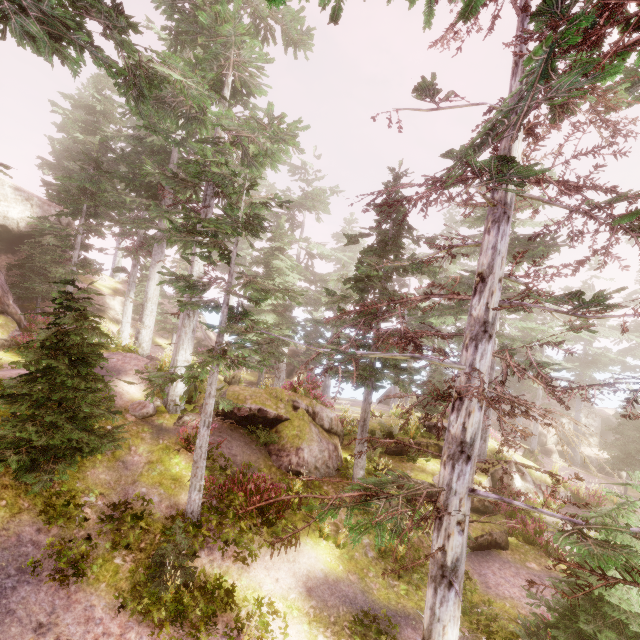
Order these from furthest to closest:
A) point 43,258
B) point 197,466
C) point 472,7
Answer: point 43,258, point 197,466, point 472,7

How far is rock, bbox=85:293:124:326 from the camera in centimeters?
2734cm

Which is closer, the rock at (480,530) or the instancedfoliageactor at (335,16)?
the instancedfoliageactor at (335,16)

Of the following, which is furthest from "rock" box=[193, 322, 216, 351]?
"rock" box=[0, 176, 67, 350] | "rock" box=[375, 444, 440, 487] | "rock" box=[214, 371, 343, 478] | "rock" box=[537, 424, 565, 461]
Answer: "rock" box=[537, 424, 565, 461]

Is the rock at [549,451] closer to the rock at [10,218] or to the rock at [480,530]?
the rock at [480,530]

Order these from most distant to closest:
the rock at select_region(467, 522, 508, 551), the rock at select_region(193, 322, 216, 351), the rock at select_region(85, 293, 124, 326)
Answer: the rock at select_region(193, 322, 216, 351) → the rock at select_region(85, 293, 124, 326) → the rock at select_region(467, 522, 508, 551)

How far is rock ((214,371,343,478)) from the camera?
12.8 meters

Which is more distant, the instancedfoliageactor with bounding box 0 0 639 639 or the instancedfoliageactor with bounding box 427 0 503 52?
the instancedfoliageactor with bounding box 0 0 639 639
